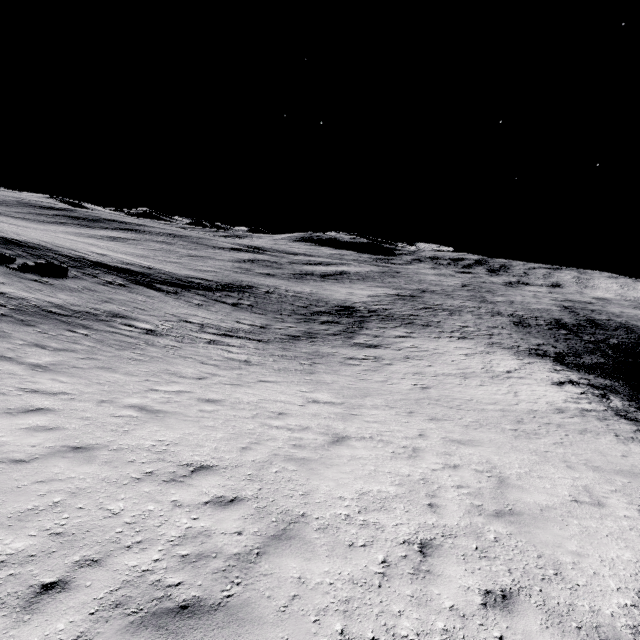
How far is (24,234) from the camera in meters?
30.7
